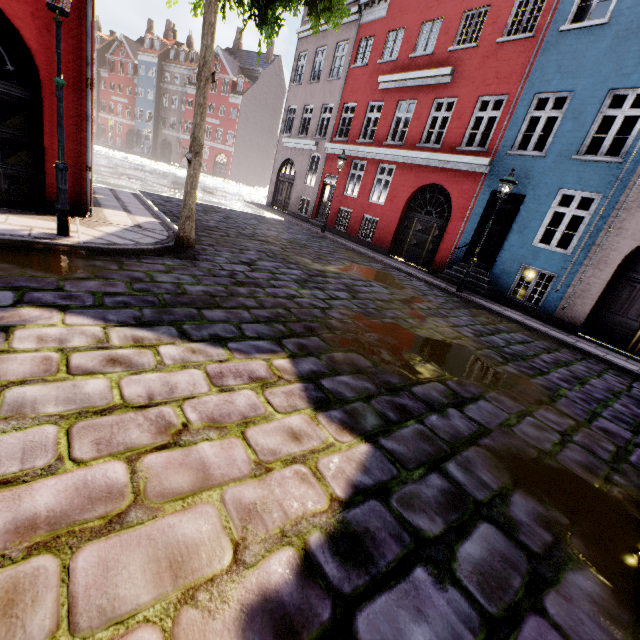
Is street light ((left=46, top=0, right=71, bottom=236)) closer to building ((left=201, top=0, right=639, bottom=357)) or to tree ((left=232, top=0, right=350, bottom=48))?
building ((left=201, top=0, right=639, bottom=357))

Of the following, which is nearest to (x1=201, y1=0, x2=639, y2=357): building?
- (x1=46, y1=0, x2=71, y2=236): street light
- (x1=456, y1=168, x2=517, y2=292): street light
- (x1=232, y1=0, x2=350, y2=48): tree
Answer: (x1=456, y1=168, x2=517, y2=292): street light

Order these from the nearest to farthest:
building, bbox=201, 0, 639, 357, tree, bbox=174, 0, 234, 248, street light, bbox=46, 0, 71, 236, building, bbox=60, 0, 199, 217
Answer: street light, bbox=46, 0, 71, 236
tree, bbox=174, 0, 234, 248
building, bbox=60, 0, 199, 217
building, bbox=201, 0, 639, 357

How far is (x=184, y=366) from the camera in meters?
3.1

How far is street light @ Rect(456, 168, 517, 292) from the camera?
9.4 meters

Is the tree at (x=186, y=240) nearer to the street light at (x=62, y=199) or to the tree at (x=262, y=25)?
the tree at (x=262, y=25)

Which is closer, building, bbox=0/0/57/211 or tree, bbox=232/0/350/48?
building, bbox=0/0/57/211

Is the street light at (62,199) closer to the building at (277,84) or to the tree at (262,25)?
the building at (277,84)
